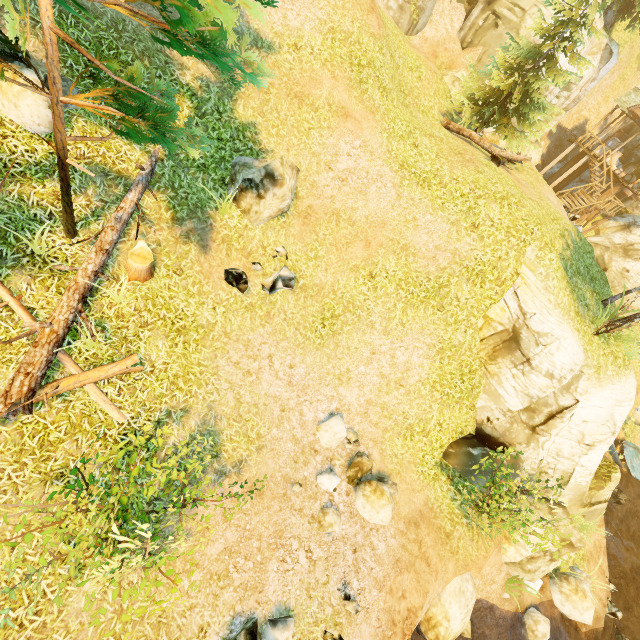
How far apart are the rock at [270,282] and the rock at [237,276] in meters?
0.4

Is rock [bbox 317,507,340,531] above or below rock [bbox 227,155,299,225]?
below

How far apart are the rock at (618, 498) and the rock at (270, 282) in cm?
2194

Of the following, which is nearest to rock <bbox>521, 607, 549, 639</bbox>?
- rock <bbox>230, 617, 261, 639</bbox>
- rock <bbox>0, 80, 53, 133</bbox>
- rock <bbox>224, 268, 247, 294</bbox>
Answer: rock <bbox>230, 617, 261, 639</bbox>

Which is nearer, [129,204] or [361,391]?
[129,204]

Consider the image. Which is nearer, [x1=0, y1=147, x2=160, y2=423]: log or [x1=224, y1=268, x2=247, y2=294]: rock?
[x1=0, y1=147, x2=160, y2=423]: log

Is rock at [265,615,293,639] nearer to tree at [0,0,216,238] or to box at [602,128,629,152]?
tree at [0,0,216,238]

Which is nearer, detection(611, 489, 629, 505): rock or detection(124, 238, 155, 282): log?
detection(124, 238, 155, 282): log
